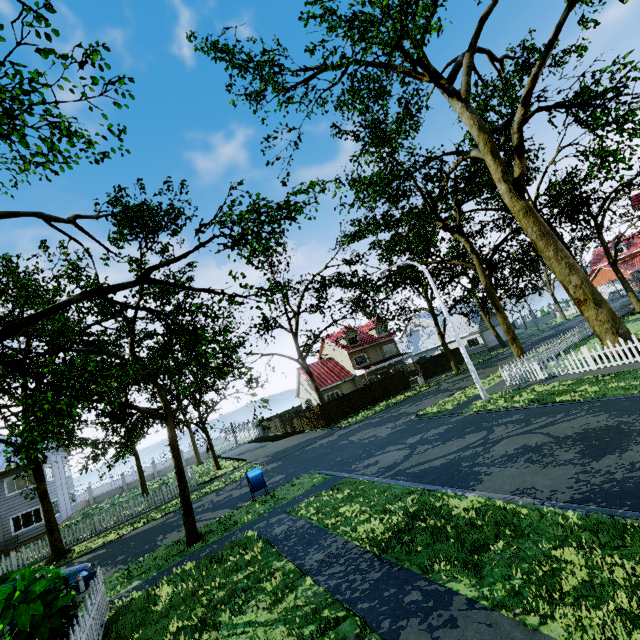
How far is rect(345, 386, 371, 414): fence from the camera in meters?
31.6 m

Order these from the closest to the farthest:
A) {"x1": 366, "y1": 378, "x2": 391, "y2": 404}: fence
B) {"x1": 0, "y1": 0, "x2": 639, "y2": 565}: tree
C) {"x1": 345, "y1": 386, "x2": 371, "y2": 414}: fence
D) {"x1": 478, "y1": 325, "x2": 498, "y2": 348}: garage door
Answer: {"x1": 0, "y1": 0, "x2": 639, "y2": 565}: tree → {"x1": 345, "y1": 386, "x2": 371, "y2": 414}: fence → {"x1": 366, "y1": 378, "x2": 391, "y2": 404}: fence → {"x1": 478, "y1": 325, "x2": 498, "y2": 348}: garage door

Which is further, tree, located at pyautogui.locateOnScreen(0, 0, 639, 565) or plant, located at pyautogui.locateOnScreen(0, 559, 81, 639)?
tree, located at pyautogui.locateOnScreen(0, 0, 639, 565)

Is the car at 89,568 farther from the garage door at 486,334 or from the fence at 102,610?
the garage door at 486,334

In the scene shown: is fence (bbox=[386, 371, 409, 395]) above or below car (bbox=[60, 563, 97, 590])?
above

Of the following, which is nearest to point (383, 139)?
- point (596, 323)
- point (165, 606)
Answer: point (596, 323)

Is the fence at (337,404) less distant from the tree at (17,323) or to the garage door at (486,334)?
the tree at (17,323)

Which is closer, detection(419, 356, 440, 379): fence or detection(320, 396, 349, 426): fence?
detection(320, 396, 349, 426): fence
